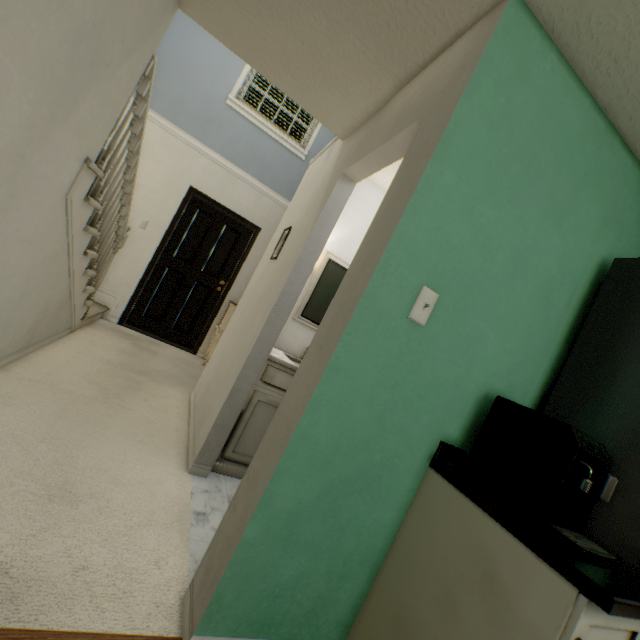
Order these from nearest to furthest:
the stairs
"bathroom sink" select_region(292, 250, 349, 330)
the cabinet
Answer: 1. the cabinet
2. the stairs
3. "bathroom sink" select_region(292, 250, 349, 330)

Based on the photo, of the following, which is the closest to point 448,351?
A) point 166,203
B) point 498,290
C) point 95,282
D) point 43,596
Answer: point 498,290

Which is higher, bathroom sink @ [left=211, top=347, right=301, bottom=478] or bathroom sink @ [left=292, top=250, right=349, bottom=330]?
bathroom sink @ [left=292, top=250, right=349, bottom=330]

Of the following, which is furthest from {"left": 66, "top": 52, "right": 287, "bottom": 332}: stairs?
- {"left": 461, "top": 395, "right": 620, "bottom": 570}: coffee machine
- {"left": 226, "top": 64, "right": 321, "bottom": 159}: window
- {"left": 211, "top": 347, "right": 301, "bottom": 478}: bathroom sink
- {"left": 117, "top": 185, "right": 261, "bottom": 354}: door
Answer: {"left": 461, "top": 395, "right": 620, "bottom": 570}: coffee machine

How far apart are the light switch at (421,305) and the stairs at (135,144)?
1.79m

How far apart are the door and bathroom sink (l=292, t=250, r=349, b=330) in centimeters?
247cm

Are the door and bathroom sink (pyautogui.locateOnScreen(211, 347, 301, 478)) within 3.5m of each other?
yes

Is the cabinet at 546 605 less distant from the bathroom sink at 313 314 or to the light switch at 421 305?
the light switch at 421 305
